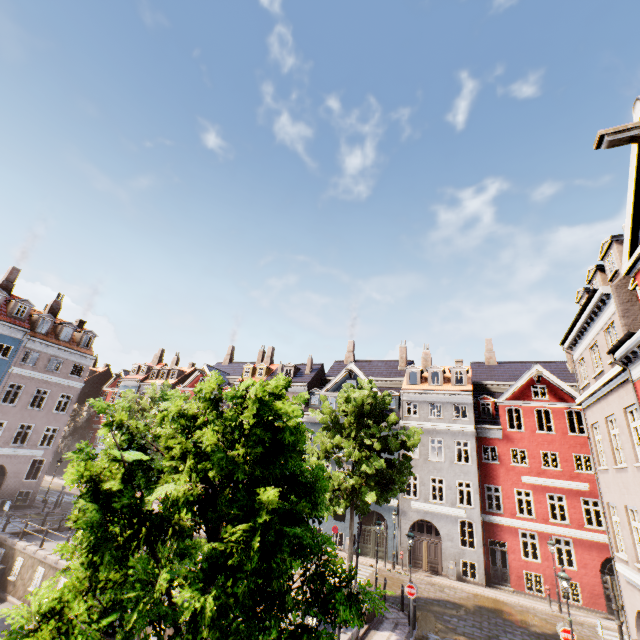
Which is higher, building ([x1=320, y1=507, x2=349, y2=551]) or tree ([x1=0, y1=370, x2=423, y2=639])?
tree ([x1=0, y1=370, x2=423, y2=639])

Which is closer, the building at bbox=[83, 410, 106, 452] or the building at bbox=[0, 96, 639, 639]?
the building at bbox=[0, 96, 639, 639]

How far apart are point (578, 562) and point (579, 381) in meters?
15.2

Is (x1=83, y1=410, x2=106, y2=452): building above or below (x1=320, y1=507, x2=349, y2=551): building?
above

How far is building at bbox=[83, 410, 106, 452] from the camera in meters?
42.9

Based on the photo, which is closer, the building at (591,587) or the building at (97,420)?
the building at (591,587)
